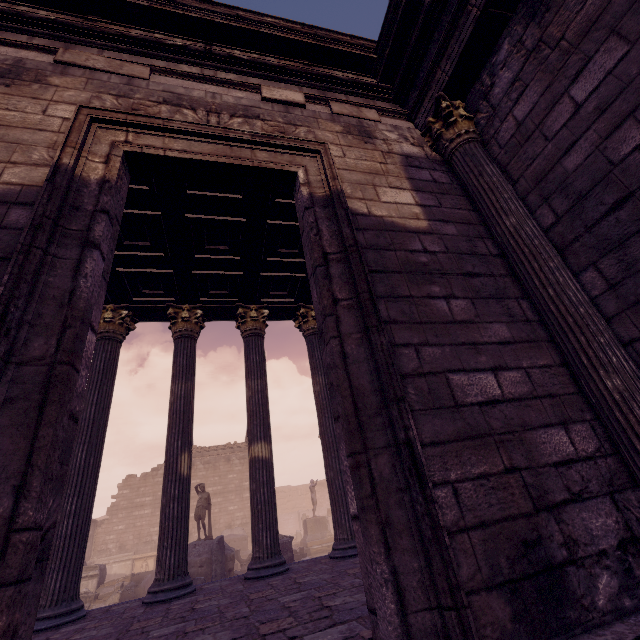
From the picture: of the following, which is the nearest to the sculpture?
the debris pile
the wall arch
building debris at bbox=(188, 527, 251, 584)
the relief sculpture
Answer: building debris at bbox=(188, 527, 251, 584)

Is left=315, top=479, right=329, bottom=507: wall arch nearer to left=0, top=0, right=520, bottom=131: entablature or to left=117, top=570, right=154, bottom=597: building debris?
left=117, top=570, right=154, bottom=597: building debris

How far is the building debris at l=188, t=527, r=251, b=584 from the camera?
10.85m

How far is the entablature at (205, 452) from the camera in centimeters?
2558cm

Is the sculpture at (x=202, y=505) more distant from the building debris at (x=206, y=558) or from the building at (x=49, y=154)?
the building at (x=49, y=154)

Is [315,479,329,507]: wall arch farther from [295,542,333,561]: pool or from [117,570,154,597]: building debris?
[117,570,154,597]: building debris

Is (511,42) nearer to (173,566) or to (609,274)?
(609,274)

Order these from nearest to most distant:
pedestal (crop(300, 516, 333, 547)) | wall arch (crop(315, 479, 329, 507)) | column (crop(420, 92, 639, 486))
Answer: column (crop(420, 92, 639, 486))
pedestal (crop(300, 516, 333, 547))
wall arch (crop(315, 479, 329, 507))
